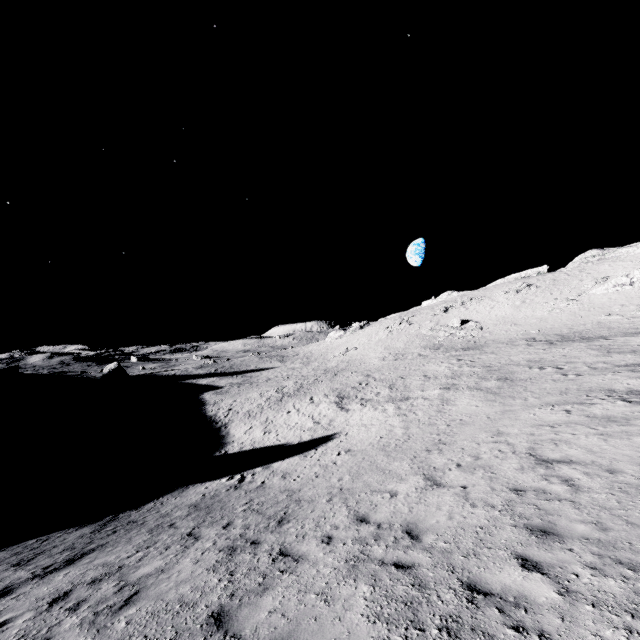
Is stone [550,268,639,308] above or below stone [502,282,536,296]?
below

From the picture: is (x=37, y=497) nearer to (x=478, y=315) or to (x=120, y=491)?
(x=120, y=491)

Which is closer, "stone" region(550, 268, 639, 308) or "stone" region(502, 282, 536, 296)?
"stone" region(550, 268, 639, 308)

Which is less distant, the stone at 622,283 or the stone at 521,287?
the stone at 622,283

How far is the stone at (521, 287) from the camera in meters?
53.9

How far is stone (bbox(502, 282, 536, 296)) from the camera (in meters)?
53.88
